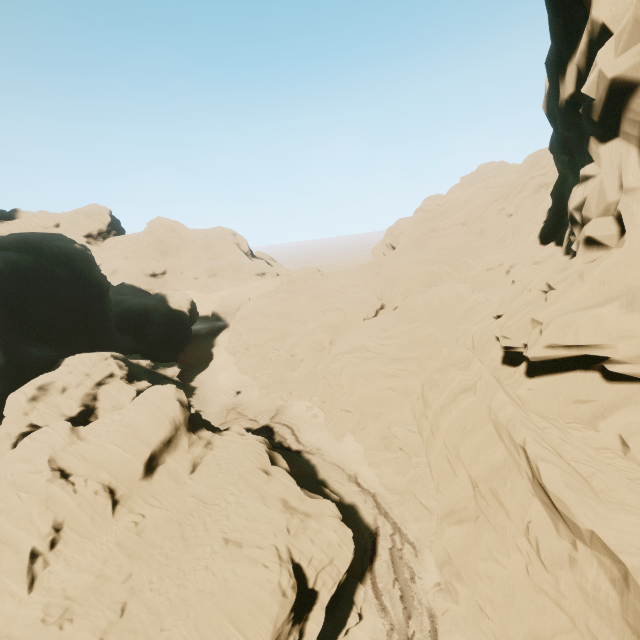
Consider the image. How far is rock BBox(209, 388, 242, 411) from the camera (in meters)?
45.66

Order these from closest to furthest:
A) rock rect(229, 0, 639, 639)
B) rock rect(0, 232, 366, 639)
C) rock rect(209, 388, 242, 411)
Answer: rock rect(229, 0, 639, 639)
rock rect(0, 232, 366, 639)
rock rect(209, 388, 242, 411)

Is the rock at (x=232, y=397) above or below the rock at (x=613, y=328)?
below

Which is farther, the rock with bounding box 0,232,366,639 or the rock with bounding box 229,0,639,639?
the rock with bounding box 0,232,366,639

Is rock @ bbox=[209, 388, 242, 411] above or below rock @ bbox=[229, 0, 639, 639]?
below

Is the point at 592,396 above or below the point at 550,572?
above

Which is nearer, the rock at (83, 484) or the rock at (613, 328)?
the rock at (613, 328)
